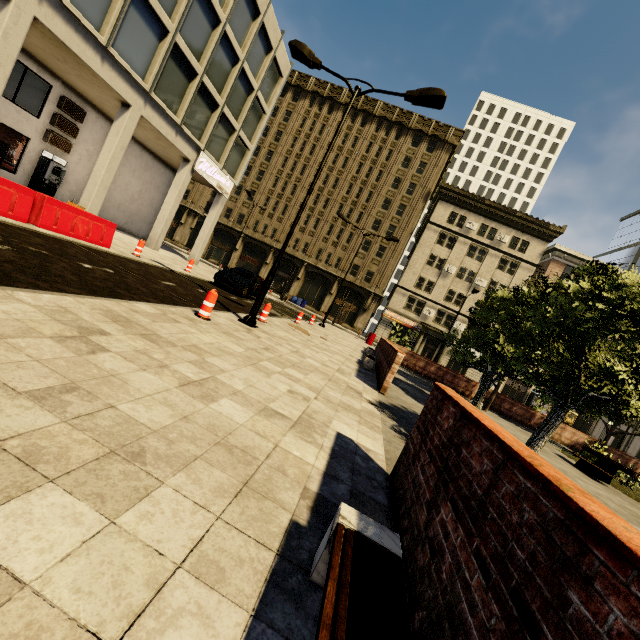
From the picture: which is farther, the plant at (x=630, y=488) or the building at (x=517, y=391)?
the building at (x=517, y=391)

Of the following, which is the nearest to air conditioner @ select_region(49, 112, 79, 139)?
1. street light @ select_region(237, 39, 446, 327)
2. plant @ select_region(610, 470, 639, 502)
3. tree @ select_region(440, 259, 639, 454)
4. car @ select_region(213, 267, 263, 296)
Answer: car @ select_region(213, 267, 263, 296)

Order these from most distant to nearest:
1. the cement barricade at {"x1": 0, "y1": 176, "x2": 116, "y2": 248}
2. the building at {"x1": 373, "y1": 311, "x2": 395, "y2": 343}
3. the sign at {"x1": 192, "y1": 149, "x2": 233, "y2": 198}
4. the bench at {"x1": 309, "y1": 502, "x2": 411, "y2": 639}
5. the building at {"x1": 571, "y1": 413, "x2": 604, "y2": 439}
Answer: the building at {"x1": 373, "y1": 311, "x2": 395, "y2": 343}, the building at {"x1": 571, "y1": 413, "x2": 604, "y2": 439}, the sign at {"x1": 192, "y1": 149, "x2": 233, "y2": 198}, the cement barricade at {"x1": 0, "y1": 176, "x2": 116, "y2": 248}, the bench at {"x1": 309, "y1": 502, "x2": 411, "y2": 639}

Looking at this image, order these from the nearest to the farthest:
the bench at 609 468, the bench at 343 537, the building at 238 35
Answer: the bench at 343 537
the bench at 609 468
the building at 238 35

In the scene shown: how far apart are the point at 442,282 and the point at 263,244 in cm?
2453

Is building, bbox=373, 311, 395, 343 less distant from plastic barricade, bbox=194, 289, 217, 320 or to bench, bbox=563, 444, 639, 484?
plastic barricade, bbox=194, 289, 217, 320

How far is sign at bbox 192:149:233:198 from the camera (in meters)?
20.25

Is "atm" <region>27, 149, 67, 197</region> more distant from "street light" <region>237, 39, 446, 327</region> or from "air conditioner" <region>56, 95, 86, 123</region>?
"street light" <region>237, 39, 446, 327</region>
